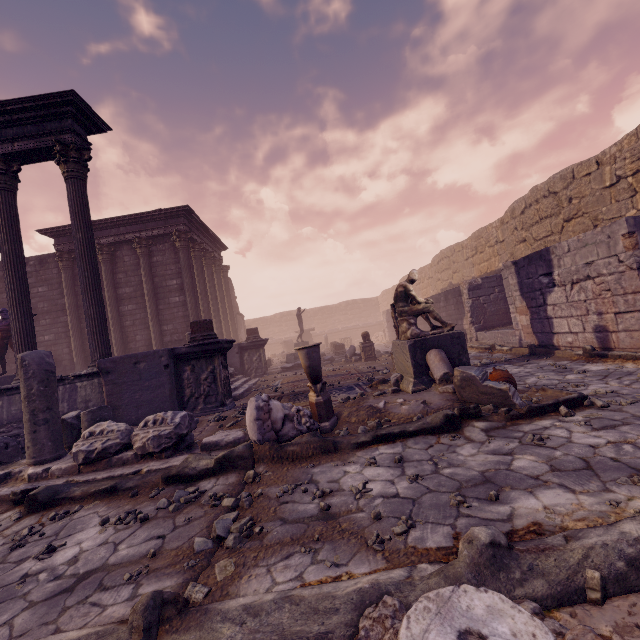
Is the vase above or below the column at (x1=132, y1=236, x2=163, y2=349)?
below

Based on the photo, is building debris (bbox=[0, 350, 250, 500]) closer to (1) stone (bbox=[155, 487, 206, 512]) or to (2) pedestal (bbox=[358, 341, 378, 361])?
(1) stone (bbox=[155, 487, 206, 512])

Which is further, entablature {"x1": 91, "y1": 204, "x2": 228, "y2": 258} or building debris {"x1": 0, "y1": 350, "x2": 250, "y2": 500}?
entablature {"x1": 91, "y1": 204, "x2": 228, "y2": 258}

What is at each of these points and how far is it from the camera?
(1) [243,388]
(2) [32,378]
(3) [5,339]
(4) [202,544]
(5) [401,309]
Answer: (1) building debris, 10.7 meters
(2) building debris, 4.9 meters
(3) sculpture, 10.7 meters
(4) rocks, 2.5 meters
(5) sculpture, 6.1 meters

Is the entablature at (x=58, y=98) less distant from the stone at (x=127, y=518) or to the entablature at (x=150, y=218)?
the entablature at (x=150, y=218)

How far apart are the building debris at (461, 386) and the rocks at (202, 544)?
3.38m

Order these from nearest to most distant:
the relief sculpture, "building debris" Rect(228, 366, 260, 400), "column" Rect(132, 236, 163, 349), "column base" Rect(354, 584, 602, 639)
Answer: "column base" Rect(354, 584, 602, 639) → the relief sculpture → "building debris" Rect(228, 366, 260, 400) → "column" Rect(132, 236, 163, 349)

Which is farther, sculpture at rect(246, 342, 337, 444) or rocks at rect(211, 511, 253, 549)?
sculpture at rect(246, 342, 337, 444)
